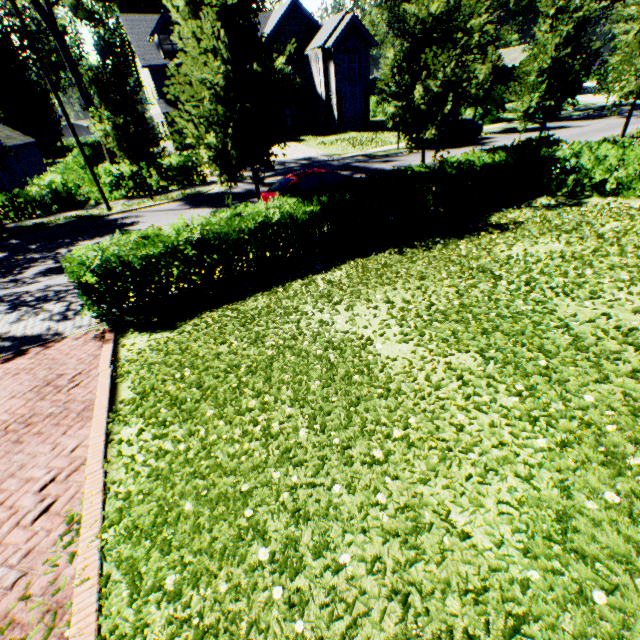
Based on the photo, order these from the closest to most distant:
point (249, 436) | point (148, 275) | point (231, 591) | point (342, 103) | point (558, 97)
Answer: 1. point (231, 591)
2. point (249, 436)
3. point (148, 275)
4. point (558, 97)
5. point (342, 103)

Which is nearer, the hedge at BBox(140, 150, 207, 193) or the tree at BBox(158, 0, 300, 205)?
the tree at BBox(158, 0, 300, 205)

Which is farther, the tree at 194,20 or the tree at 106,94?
the tree at 106,94

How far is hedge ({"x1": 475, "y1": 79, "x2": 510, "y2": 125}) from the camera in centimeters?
3066cm

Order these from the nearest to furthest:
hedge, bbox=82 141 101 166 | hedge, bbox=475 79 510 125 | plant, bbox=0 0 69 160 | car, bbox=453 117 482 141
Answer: car, bbox=453 117 482 141
hedge, bbox=475 79 510 125
hedge, bbox=82 141 101 166
plant, bbox=0 0 69 160

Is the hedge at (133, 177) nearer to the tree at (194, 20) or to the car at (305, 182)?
the tree at (194, 20)

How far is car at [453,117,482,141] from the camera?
24.0 meters

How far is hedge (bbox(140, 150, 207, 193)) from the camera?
19.9m
